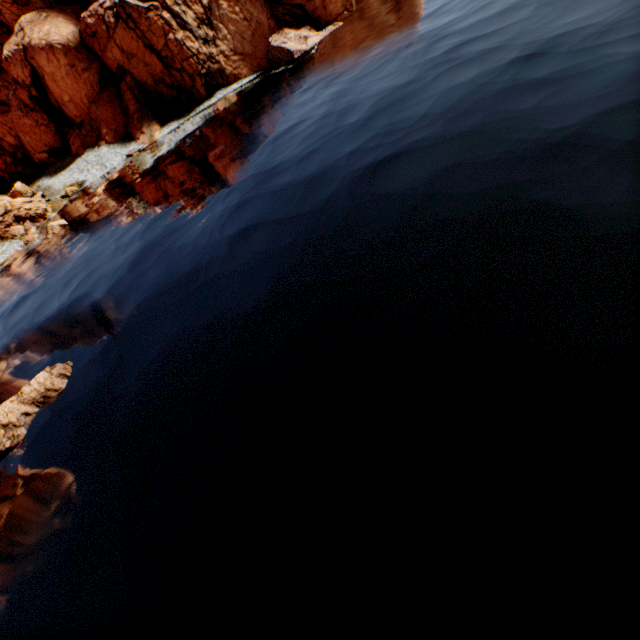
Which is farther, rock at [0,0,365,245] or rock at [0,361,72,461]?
rock at [0,0,365,245]

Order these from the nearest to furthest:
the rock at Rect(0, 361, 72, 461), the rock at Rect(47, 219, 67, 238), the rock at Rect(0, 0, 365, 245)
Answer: the rock at Rect(0, 361, 72, 461), the rock at Rect(47, 219, 67, 238), the rock at Rect(0, 0, 365, 245)

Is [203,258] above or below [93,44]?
below

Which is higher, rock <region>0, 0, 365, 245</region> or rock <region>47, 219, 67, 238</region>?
→ rock <region>0, 0, 365, 245</region>

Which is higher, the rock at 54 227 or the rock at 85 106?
the rock at 85 106

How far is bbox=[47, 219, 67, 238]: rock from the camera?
33.94m

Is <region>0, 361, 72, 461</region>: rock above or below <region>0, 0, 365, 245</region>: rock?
below

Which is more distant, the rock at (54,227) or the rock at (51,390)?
the rock at (54,227)
